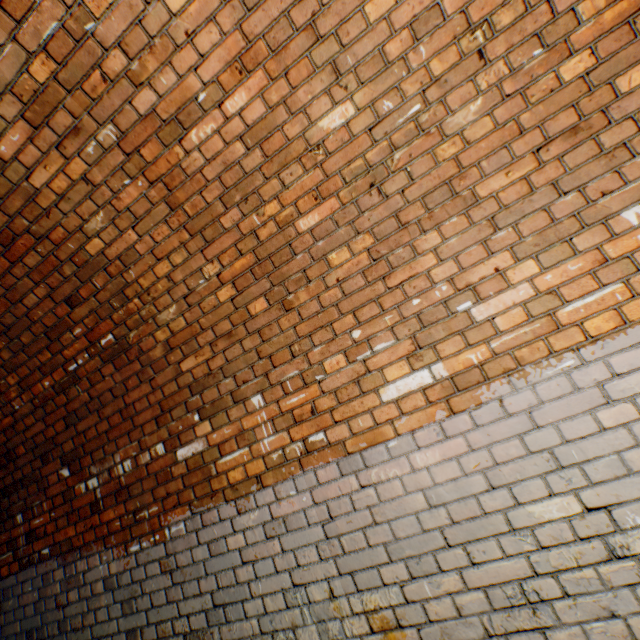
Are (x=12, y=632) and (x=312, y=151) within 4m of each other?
no
